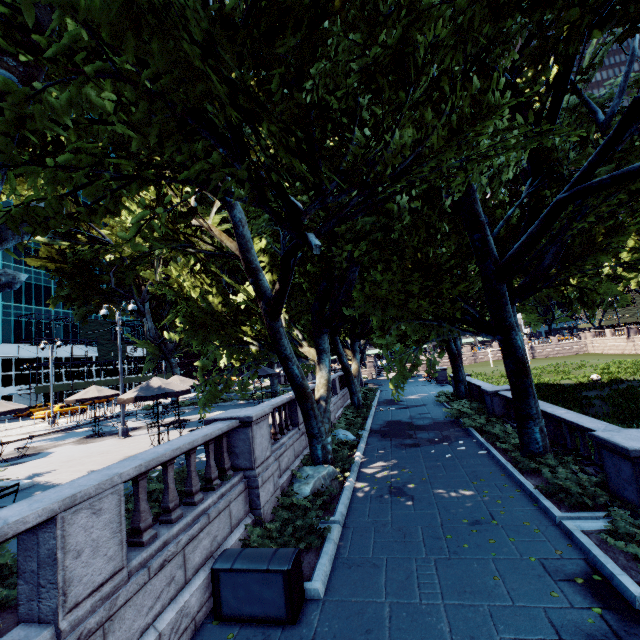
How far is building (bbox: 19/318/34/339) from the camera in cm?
5256

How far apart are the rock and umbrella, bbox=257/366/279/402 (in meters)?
10.95

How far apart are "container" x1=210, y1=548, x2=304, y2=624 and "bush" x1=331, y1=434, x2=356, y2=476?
7.36m

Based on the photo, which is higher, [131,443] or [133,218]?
[133,218]

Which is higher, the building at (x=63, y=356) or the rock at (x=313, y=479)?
the building at (x=63, y=356)

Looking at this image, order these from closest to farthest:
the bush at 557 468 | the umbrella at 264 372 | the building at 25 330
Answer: the bush at 557 468
the umbrella at 264 372
the building at 25 330

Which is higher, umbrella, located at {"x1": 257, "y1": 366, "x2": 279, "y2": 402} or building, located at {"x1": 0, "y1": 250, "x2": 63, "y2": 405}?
A: building, located at {"x1": 0, "y1": 250, "x2": 63, "y2": 405}

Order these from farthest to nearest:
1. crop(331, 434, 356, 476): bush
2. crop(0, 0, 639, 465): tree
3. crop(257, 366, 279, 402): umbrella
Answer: crop(257, 366, 279, 402): umbrella < crop(331, 434, 356, 476): bush < crop(0, 0, 639, 465): tree
